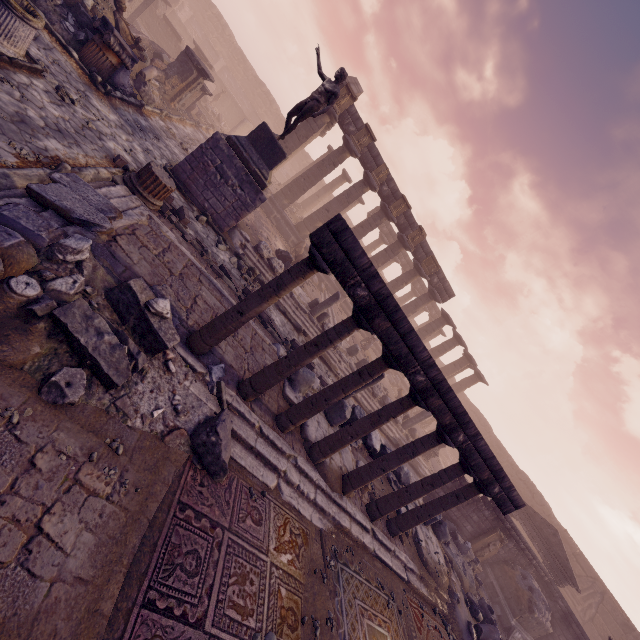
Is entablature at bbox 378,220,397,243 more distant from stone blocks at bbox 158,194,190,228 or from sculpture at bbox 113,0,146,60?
stone blocks at bbox 158,194,190,228

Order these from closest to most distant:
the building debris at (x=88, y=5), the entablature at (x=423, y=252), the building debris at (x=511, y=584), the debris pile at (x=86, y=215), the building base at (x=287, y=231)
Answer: the debris pile at (x=86, y=215), the building debris at (x=88, y=5), the building debris at (x=511, y=584), the building base at (x=287, y=231), the entablature at (x=423, y=252)

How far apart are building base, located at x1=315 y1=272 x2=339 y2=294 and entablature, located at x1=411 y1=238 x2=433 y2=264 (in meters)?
5.29

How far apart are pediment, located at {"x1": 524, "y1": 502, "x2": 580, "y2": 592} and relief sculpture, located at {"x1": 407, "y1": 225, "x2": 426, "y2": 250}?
16.21m

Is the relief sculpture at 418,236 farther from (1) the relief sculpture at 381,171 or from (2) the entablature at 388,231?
(1) the relief sculpture at 381,171

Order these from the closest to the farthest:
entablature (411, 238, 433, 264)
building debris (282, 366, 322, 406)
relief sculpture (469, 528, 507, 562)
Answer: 1. building debris (282, 366, 322, 406)
2. relief sculpture (469, 528, 507, 562)
3. entablature (411, 238, 433, 264)

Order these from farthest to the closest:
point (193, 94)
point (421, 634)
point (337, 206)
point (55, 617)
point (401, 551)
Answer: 1. point (337, 206)
2. point (193, 94)
3. point (401, 551)
4. point (421, 634)
5. point (55, 617)

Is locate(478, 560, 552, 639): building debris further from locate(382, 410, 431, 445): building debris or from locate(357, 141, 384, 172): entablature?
locate(357, 141, 384, 172): entablature
